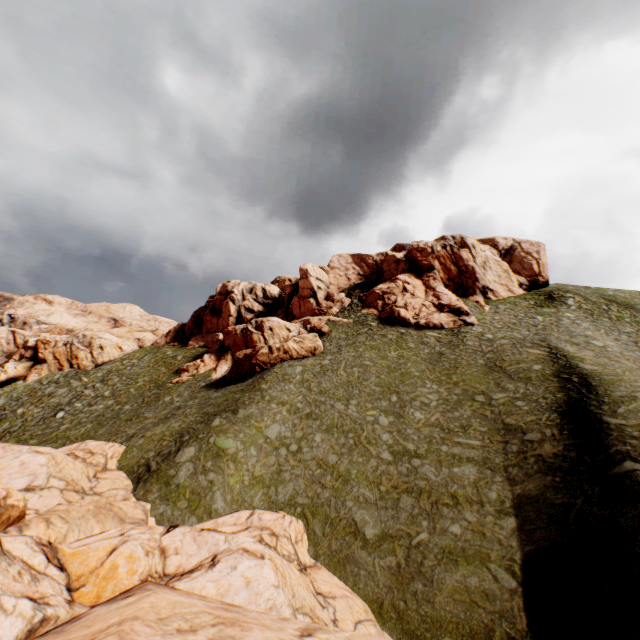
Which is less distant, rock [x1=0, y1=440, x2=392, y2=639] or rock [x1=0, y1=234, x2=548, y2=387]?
rock [x1=0, y1=440, x2=392, y2=639]

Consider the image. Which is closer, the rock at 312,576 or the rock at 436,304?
the rock at 312,576

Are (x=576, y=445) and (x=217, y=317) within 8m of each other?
no

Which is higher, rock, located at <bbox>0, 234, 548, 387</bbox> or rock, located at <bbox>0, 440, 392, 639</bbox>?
rock, located at <bbox>0, 234, 548, 387</bbox>

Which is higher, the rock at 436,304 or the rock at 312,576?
the rock at 436,304
